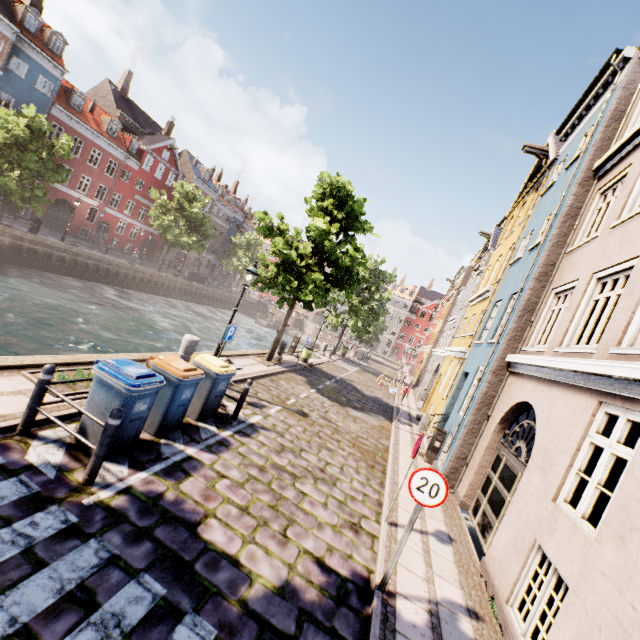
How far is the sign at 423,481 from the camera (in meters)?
4.50

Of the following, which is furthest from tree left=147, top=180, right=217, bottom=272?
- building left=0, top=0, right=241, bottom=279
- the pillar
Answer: the pillar

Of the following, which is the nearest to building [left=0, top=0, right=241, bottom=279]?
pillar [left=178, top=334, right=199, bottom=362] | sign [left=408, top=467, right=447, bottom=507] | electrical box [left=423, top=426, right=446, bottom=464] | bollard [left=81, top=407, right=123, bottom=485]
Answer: pillar [left=178, top=334, right=199, bottom=362]

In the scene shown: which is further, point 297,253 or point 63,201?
point 63,201

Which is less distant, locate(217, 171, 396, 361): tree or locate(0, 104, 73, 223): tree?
locate(217, 171, 396, 361): tree

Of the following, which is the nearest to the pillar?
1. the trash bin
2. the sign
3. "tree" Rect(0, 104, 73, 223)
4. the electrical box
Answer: the trash bin

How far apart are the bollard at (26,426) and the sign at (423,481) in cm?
548

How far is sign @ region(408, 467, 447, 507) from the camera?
4.50m
